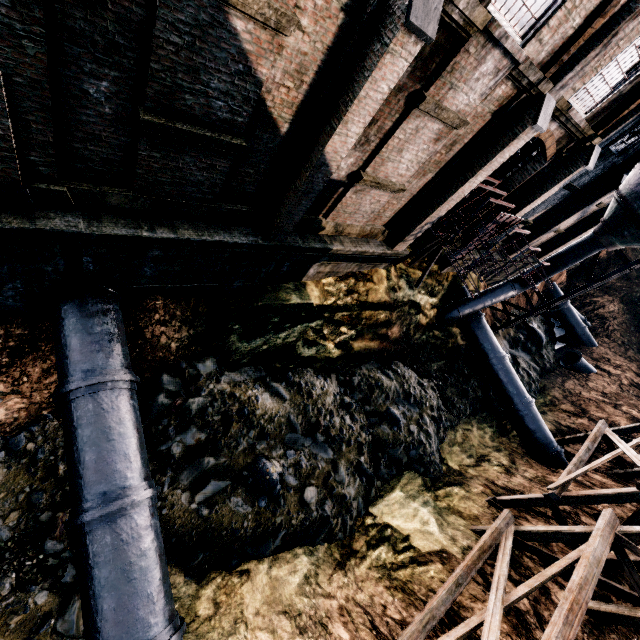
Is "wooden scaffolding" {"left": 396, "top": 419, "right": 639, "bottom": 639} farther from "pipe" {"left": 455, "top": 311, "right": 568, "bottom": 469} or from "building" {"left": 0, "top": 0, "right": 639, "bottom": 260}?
"building" {"left": 0, "top": 0, "right": 639, "bottom": 260}

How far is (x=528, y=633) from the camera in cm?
898

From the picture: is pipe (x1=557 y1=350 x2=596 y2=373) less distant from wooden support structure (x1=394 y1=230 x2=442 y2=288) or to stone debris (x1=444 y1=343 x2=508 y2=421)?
stone debris (x1=444 y1=343 x2=508 y2=421)

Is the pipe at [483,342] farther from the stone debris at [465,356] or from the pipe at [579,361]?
the pipe at [579,361]

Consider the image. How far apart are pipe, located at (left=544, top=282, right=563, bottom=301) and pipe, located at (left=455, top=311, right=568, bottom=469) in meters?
16.6 m

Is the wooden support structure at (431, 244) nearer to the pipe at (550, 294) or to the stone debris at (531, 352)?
the stone debris at (531, 352)

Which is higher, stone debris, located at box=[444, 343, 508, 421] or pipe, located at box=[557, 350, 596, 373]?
pipe, located at box=[557, 350, 596, 373]

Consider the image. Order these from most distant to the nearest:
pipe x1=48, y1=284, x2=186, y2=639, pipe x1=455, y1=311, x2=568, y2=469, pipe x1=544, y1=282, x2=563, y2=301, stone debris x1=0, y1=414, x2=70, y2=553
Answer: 1. pipe x1=544, y1=282, x2=563, y2=301
2. pipe x1=455, y1=311, x2=568, y2=469
3. stone debris x1=0, y1=414, x2=70, y2=553
4. pipe x1=48, y1=284, x2=186, y2=639
